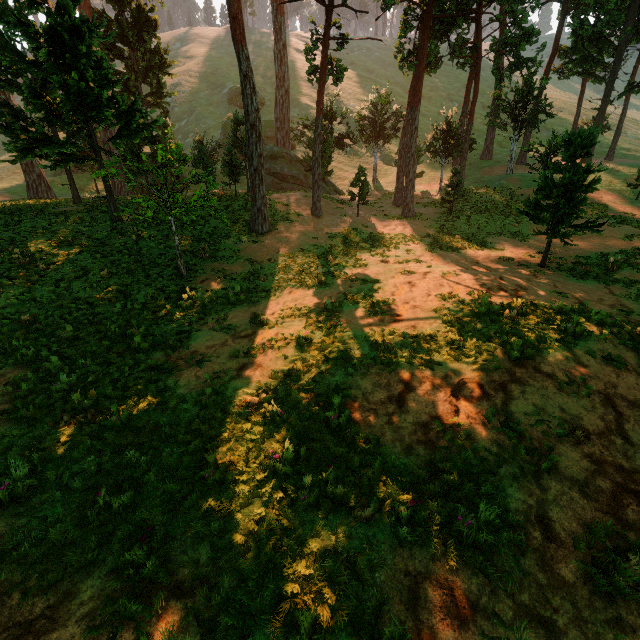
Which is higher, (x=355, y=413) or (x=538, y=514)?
(x=355, y=413)
